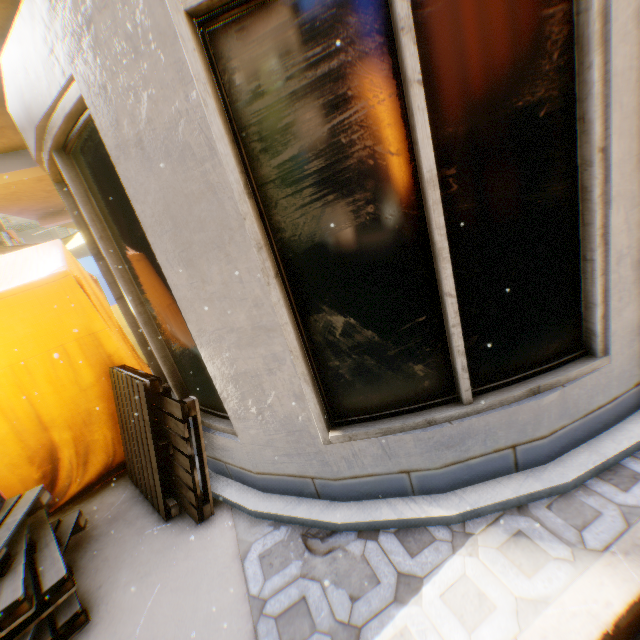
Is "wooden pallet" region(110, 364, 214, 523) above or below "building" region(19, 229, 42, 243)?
below

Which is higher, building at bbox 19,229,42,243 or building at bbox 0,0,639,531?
building at bbox 19,229,42,243

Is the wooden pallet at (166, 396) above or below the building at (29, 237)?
below

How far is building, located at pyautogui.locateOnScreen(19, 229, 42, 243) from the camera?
27.9 meters

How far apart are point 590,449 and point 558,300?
1.0 meters

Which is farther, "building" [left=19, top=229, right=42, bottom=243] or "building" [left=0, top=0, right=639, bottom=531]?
"building" [left=19, top=229, right=42, bottom=243]

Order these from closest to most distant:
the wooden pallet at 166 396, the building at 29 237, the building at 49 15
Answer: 1. the building at 49 15
2. the wooden pallet at 166 396
3. the building at 29 237

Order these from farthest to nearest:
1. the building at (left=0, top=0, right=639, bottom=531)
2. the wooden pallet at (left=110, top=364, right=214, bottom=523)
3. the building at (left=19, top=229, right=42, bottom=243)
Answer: the building at (left=19, top=229, right=42, bottom=243), the wooden pallet at (left=110, top=364, right=214, bottom=523), the building at (left=0, top=0, right=639, bottom=531)
